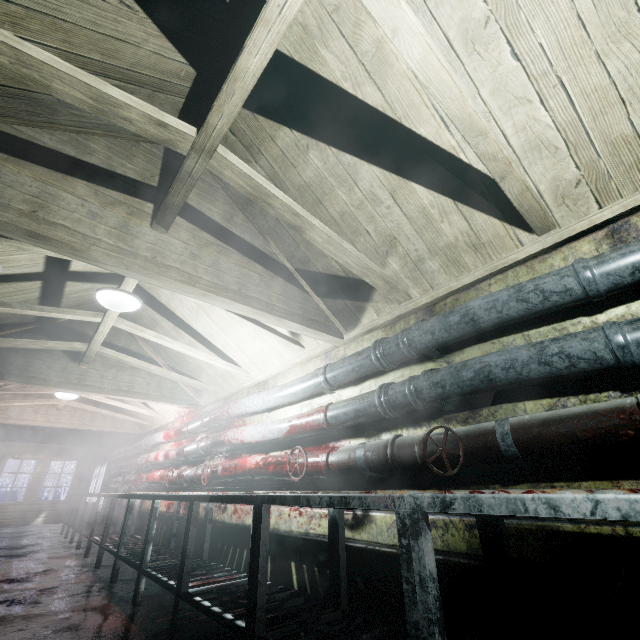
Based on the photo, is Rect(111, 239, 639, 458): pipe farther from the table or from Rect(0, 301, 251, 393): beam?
the table

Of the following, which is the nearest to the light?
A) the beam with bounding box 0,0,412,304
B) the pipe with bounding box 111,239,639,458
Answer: the beam with bounding box 0,0,412,304

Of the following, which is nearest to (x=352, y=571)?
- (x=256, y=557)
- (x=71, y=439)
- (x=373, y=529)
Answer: (x=373, y=529)

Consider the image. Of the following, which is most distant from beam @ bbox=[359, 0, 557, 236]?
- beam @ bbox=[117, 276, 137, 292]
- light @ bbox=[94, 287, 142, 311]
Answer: light @ bbox=[94, 287, 142, 311]

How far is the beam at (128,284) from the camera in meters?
2.4

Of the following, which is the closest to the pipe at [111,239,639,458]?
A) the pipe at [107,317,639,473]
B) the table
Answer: the pipe at [107,317,639,473]

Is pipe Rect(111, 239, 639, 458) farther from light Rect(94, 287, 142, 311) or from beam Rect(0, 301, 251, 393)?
light Rect(94, 287, 142, 311)

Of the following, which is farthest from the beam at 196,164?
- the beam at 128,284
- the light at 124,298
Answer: the light at 124,298
